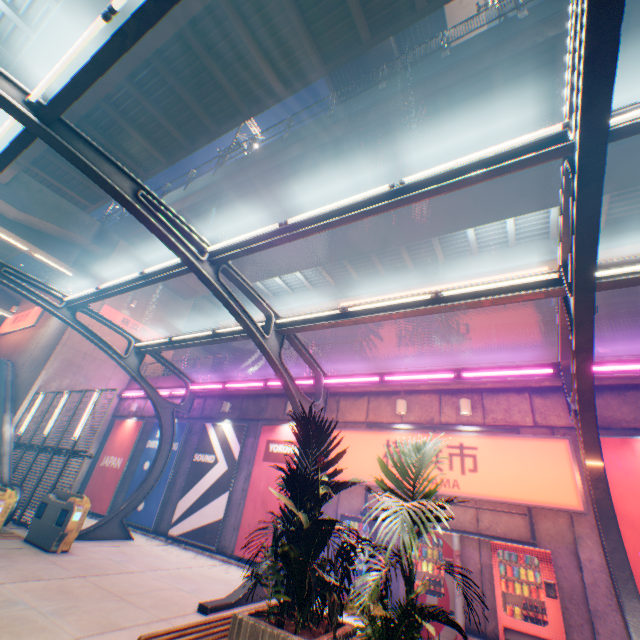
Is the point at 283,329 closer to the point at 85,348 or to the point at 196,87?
the point at 196,87

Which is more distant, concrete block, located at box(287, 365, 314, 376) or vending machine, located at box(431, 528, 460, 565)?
concrete block, located at box(287, 365, 314, 376)

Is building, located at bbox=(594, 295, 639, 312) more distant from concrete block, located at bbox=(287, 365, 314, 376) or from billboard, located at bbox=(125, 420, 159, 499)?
billboard, located at bbox=(125, 420, 159, 499)

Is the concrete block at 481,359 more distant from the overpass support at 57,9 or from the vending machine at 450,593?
the overpass support at 57,9

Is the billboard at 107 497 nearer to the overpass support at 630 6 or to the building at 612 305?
the overpass support at 630 6

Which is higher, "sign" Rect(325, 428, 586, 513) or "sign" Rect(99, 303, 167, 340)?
"sign" Rect(99, 303, 167, 340)

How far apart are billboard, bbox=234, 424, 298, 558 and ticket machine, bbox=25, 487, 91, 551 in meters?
4.6 m

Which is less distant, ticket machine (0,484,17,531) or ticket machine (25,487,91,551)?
ticket machine (0,484,17,531)
